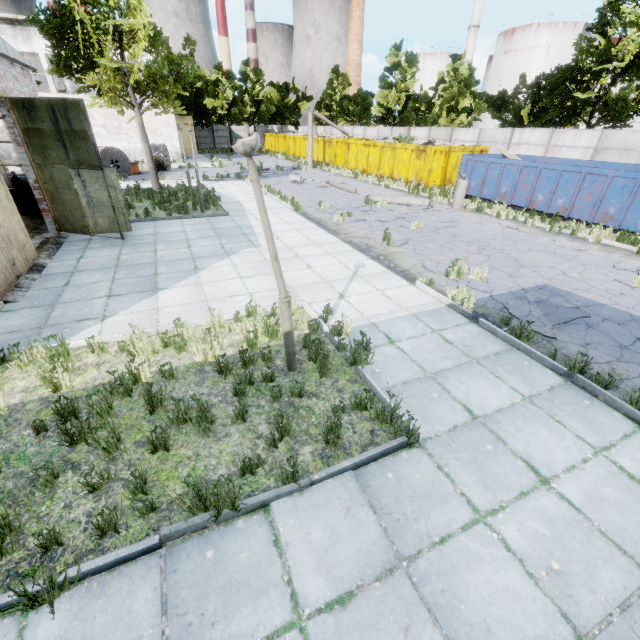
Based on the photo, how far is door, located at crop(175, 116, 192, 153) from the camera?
36.4m

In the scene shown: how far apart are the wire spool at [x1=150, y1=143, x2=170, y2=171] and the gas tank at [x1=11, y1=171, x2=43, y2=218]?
15.3 meters

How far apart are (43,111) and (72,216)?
3.0m

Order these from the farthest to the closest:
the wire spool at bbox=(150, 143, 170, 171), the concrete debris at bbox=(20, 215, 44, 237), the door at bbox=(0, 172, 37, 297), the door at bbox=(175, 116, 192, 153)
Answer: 1. the door at bbox=(175, 116, 192, 153)
2. the wire spool at bbox=(150, 143, 170, 171)
3. the concrete debris at bbox=(20, 215, 44, 237)
4. the door at bbox=(0, 172, 37, 297)

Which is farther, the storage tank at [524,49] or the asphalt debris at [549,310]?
the storage tank at [524,49]

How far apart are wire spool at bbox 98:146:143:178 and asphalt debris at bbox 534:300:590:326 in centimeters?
2438cm

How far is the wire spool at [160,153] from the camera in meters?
25.5

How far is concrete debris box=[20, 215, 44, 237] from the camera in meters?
11.0 m
